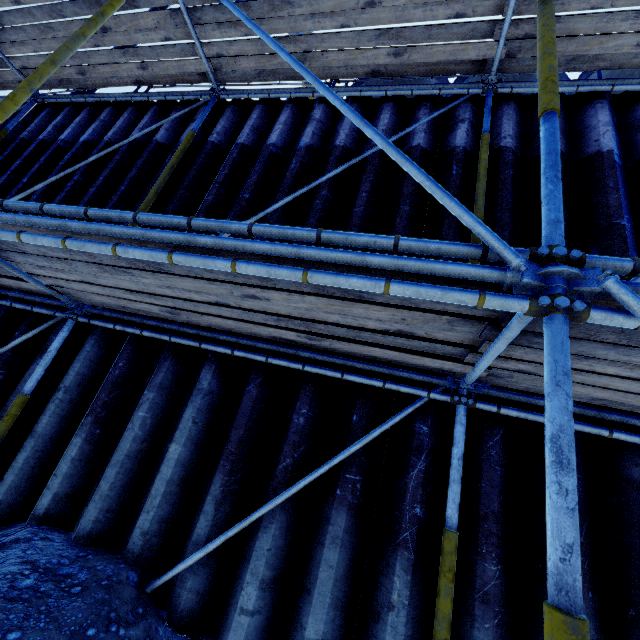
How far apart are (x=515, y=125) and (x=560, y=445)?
4.4 meters
